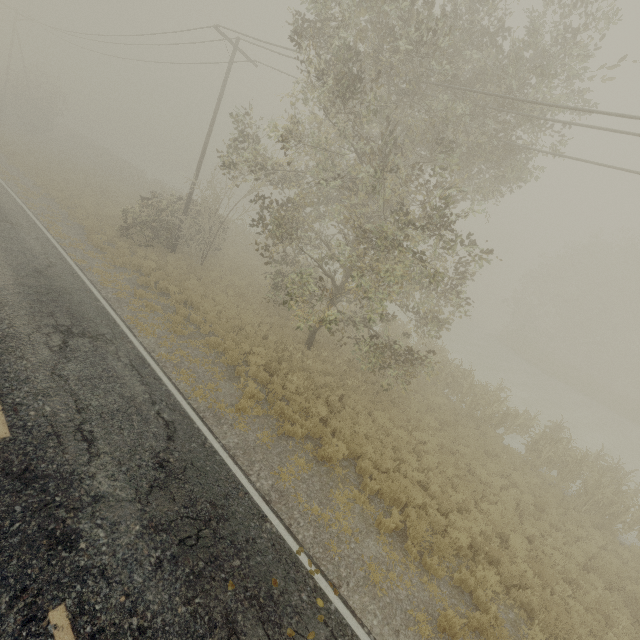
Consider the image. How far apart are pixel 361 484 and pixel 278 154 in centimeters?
1624cm
